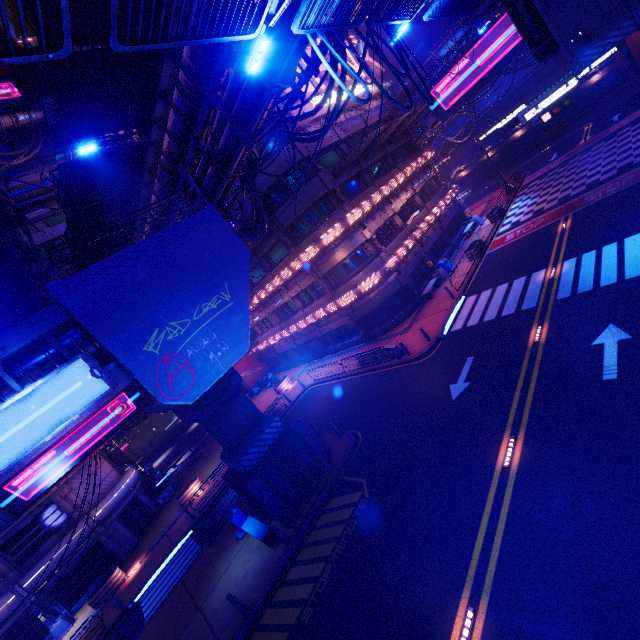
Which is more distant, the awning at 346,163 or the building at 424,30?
the building at 424,30

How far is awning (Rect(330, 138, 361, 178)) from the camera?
22.9 meters

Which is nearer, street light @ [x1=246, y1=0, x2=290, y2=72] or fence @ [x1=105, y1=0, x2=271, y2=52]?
fence @ [x1=105, y1=0, x2=271, y2=52]

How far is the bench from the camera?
14.2 meters

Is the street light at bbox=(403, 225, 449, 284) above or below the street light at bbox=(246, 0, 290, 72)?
below

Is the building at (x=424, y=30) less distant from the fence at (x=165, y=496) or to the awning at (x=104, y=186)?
the awning at (x=104, y=186)

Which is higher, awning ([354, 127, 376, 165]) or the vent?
awning ([354, 127, 376, 165])

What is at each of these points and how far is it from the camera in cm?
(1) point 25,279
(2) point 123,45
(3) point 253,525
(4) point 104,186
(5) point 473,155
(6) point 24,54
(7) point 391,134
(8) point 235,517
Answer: (1) pipe, 2478
(2) fence, 429
(3) bench, 1532
(4) awning, 1795
(5) walkway, 5653
(6) fence, 358
(7) awning, 3031
(8) trash can, 1659
